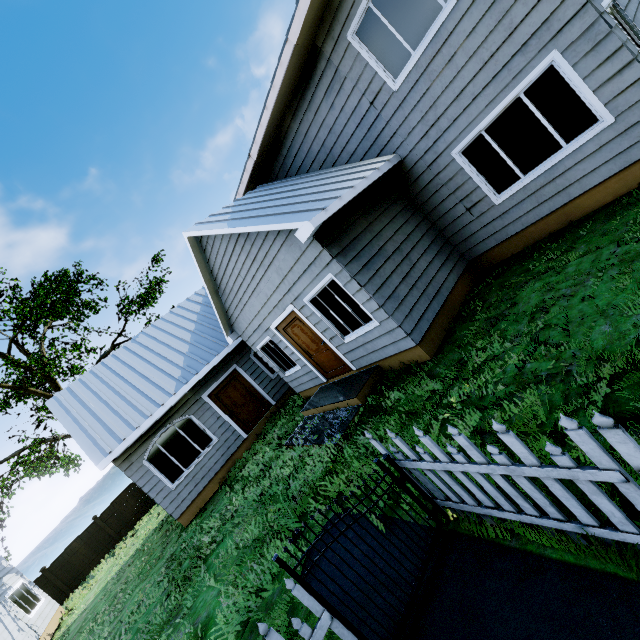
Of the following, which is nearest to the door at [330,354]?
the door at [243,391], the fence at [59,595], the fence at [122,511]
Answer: the door at [243,391]

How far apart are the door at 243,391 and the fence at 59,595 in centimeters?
1655cm

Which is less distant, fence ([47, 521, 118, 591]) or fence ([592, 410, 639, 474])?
fence ([592, 410, 639, 474])

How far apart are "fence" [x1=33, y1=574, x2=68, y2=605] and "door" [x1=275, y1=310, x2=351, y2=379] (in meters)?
21.27

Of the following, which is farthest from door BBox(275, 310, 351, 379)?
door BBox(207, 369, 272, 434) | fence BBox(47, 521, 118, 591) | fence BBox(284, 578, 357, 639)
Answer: fence BBox(47, 521, 118, 591)

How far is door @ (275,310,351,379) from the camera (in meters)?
7.99

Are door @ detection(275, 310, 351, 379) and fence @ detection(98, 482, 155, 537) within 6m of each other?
no

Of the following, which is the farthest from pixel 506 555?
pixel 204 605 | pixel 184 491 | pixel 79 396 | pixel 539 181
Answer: pixel 79 396
